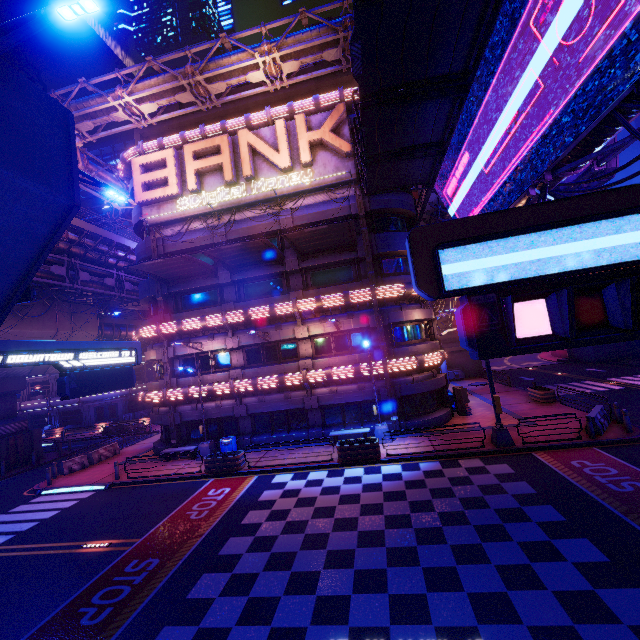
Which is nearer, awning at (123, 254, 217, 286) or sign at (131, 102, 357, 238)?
awning at (123, 254, 217, 286)

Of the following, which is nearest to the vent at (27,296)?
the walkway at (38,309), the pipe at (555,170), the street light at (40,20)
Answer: the street light at (40,20)

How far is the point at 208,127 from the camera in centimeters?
2303cm

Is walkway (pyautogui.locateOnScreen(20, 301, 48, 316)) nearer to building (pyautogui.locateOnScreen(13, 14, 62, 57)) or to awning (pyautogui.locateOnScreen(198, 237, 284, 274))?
awning (pyautogui.locateOnScreen(198, 237, 284, 274))

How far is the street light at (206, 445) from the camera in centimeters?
2070cm

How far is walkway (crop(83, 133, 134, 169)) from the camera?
55.7 meters

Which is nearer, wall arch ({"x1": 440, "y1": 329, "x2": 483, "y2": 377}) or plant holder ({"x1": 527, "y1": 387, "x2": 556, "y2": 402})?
plant holder ({"x1": 527, "y1": 387, "x2": 556, "y2": 402})

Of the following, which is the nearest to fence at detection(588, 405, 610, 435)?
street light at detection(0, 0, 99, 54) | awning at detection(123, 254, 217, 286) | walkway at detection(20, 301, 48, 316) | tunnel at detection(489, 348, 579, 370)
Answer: street light at detection(0, 0, 99, 54)
